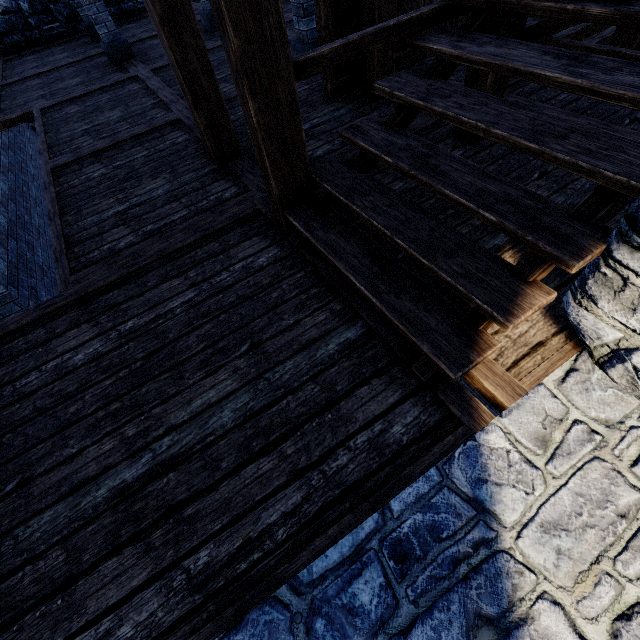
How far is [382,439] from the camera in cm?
183

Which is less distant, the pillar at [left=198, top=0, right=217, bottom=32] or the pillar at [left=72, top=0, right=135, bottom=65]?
the pillar at [left=72, top=0, right=135, bottom=65]

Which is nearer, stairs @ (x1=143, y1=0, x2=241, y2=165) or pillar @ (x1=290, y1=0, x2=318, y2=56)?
stairs @ (x1=143, y1=0, x2=241, y2=165)

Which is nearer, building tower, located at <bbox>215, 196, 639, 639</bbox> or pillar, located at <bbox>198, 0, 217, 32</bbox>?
building tower, located at <bbox>215, 196, 639, 639</bbox>

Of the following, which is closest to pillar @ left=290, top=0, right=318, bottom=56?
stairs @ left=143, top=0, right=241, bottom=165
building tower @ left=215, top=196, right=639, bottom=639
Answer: stairs @ left=143, top=0, right=241, bottom=165

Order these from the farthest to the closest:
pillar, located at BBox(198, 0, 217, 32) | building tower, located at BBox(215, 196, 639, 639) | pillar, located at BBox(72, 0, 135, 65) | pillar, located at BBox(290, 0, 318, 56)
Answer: pillar, located at BBox(198, 0, 217, 32) < pillar, located at BBox(72, 0, 135, 65) < pillar, located at BBox(290, 0, 318, 56) < building tower, located at BBox(215, 196, 639, 639)

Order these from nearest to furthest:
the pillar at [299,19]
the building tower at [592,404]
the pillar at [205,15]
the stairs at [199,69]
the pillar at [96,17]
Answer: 1. the building tower at [592,404]
2. the stairs at [199,69]
3. the pillar at [299,19]
4. the pillar at [96,17]
5. the pillar at [205,15]

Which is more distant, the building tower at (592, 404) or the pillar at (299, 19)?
the pillar at (299, 19)
